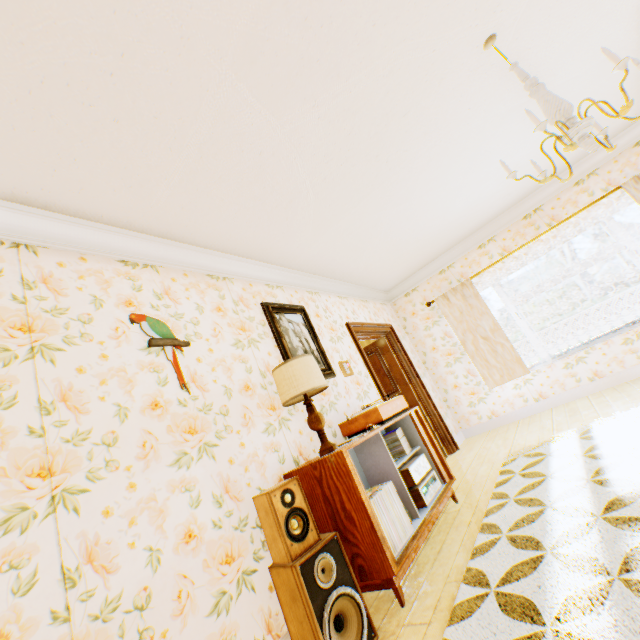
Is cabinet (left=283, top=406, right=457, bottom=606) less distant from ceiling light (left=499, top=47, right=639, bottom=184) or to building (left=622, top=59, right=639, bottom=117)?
building (left=622, top=59, right=639, bottom=117)

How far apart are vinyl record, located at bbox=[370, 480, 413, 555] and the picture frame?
1.2m

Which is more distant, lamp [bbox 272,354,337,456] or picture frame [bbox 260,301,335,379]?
picture frame [bbox 260,301,335,379]

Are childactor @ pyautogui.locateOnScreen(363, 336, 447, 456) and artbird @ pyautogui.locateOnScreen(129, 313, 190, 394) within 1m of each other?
no

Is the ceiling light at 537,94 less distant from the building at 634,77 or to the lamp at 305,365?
the building at 634,77

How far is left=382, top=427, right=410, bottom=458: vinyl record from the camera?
3.2 meters

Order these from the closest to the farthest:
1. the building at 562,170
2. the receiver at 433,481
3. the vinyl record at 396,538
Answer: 1. the vinyl record at 396,538
2. the receiver at 433,481
3. the building at 562,170

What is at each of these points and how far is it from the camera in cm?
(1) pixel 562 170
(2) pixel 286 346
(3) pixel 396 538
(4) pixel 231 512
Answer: (1) building, 509
(2) picture frame, 340
(3) vinyl record, 228
(4) building, 214
